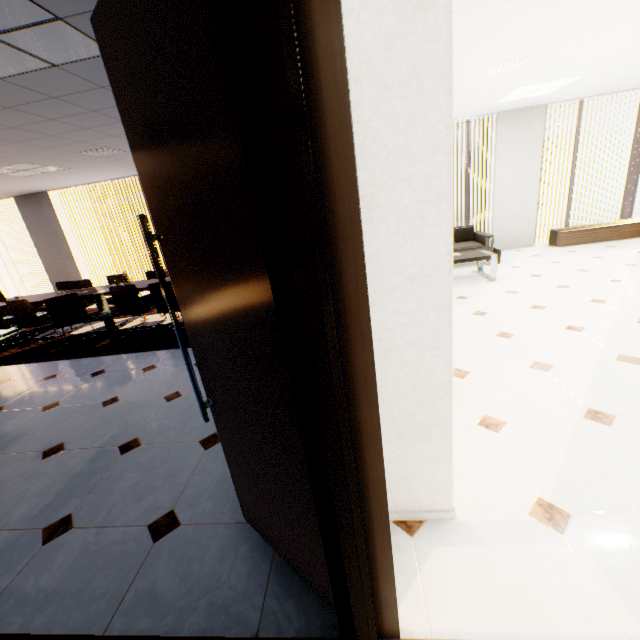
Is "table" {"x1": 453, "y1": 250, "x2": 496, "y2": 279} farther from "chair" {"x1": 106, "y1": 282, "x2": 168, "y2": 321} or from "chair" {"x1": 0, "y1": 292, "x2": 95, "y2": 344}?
"chair" {"x1": 0, "y1": 292, "x2": 95, "y2": 344}

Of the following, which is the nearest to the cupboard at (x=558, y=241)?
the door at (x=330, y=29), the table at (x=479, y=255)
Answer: the table at (x=479, y=255)

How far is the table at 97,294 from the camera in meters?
6.0

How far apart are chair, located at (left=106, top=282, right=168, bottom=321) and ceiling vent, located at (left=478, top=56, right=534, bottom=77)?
6.1 meters

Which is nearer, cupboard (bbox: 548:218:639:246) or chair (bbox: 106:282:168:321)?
chair (bbox: 106:282:168:321)

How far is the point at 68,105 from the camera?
3.2 meters

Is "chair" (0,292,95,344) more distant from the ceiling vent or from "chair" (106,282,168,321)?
the ceiling vent

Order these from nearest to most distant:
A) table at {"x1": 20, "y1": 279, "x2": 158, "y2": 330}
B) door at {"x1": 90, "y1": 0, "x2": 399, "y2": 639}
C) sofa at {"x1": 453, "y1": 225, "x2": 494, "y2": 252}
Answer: door at {"x1": 90, "y1": 0, "x2": 399, "y2": 639}
table at {"x1": 20, "y1": 279, "x2": 158, "y2": 330}
sofa at {"x1": 453, "y1": 225, "x2": 494, "y2": 252}
